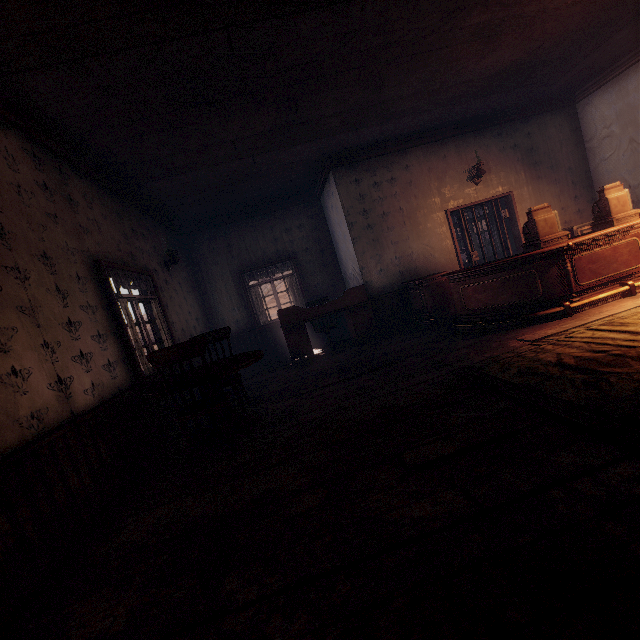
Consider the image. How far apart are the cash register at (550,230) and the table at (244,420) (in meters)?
4.48

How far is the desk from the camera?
6.6 meters

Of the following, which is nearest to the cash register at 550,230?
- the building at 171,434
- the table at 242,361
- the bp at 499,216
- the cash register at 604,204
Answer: the cash register at 604,204

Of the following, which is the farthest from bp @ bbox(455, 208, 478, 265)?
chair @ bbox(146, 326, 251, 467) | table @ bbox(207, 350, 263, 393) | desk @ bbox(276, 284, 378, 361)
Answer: chair @ bbox(146, 326, 251, 467)

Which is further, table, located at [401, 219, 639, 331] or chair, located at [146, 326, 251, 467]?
table, located at [401, 219, 639, 331]

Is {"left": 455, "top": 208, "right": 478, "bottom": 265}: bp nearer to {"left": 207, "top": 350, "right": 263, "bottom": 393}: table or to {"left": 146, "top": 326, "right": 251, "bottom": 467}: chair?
{"left": 207, "top": 350, "right": 263, "bottom": 393}: table

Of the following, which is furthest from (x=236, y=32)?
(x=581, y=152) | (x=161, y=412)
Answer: (x=581, y=152)

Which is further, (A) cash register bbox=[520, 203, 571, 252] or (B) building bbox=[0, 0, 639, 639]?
(A) cash register bbox=[520, 203, 571, 252]
